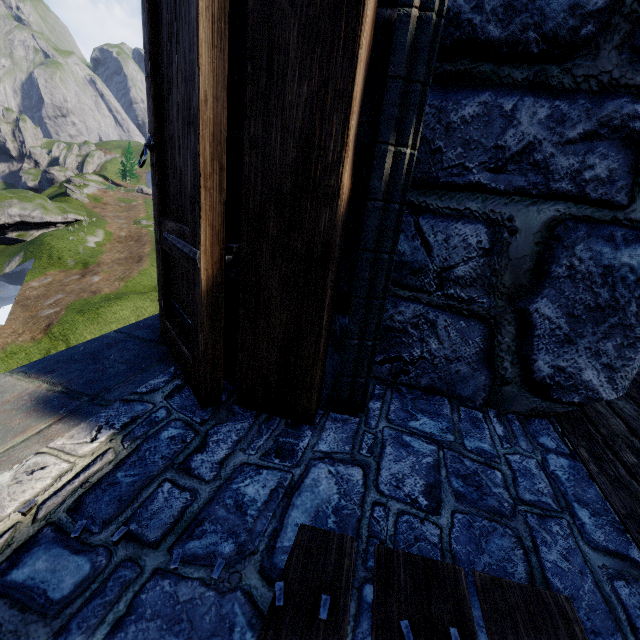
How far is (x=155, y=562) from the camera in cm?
81
